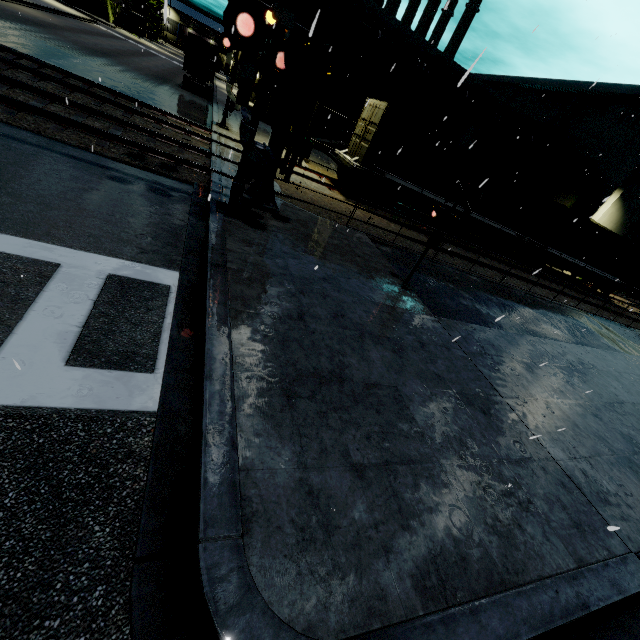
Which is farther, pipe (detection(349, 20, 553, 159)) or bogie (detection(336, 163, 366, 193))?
pipe (detection(349, 20, 553, 159))

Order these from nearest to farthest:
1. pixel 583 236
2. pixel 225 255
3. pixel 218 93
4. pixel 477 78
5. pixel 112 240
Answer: pixel 112 240 < pixel 225 255 < pixel 583 236 < pixel 477 78 < pixel 218 93

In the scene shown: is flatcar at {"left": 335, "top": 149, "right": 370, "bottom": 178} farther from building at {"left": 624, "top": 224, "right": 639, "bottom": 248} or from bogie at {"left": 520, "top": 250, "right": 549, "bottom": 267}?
building at {"left": 624, "top": 224, "right": 639, "bottom": 248}

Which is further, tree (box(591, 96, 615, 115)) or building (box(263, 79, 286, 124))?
tree (box(591, 96, 615, 115))

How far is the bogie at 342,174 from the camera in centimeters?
1560cm

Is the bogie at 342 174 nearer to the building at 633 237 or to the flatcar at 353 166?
the flatcar at 353 166

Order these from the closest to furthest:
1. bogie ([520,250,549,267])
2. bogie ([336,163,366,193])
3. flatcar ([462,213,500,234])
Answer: bogie ([336,163,366,193]), flatcar ([462,213,500,234]), bogie ([520,250,549,267])

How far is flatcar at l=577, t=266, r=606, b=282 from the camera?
23.7 meters
